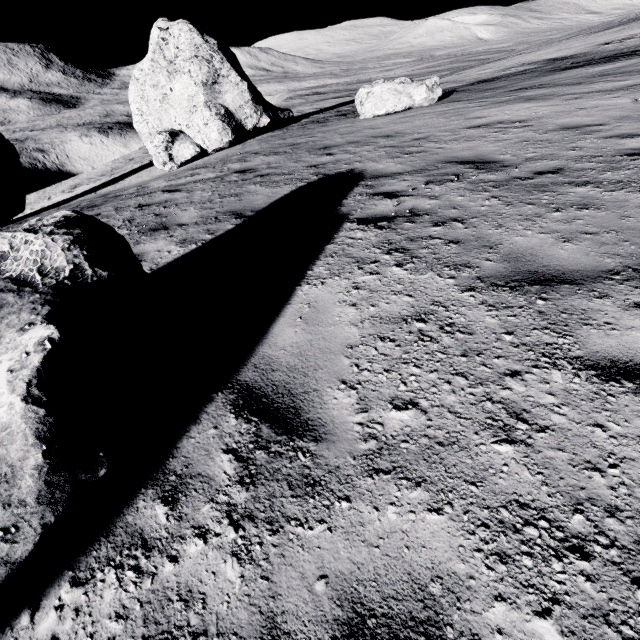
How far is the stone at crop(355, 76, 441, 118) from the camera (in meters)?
12.35

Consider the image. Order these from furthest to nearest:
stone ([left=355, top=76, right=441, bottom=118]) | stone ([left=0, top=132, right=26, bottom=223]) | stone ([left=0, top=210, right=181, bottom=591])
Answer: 1. stone ([left=0, top=132, right=26, bottom=223])
2. stone ([left=355, top=76, right=441, bottom=118])
3. stone ([left=0, top=210, right=181, bottom=591])

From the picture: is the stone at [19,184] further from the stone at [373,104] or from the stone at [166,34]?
the stone at [373,104]

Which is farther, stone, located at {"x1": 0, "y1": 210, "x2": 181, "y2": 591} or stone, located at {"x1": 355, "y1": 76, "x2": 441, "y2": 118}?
stone, located at {"x1": 355, "y1": 76, "x2": 441, "y2": 118}

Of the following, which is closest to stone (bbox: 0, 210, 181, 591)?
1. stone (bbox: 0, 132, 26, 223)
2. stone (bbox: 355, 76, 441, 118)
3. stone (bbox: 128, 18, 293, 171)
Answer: stone (bbox: 355, 76, 441, 118)

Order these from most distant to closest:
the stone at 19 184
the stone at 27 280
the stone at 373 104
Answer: the stone at 19 184 → the stone at 373 104 → the stone at 27 280

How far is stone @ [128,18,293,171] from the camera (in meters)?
14.88

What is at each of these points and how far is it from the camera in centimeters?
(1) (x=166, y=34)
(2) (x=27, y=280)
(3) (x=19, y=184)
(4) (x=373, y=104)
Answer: (1) stone, 1488cm
(2) stone, 212cm
(3) stone, 1539cm
(4) stone, 1264cm
